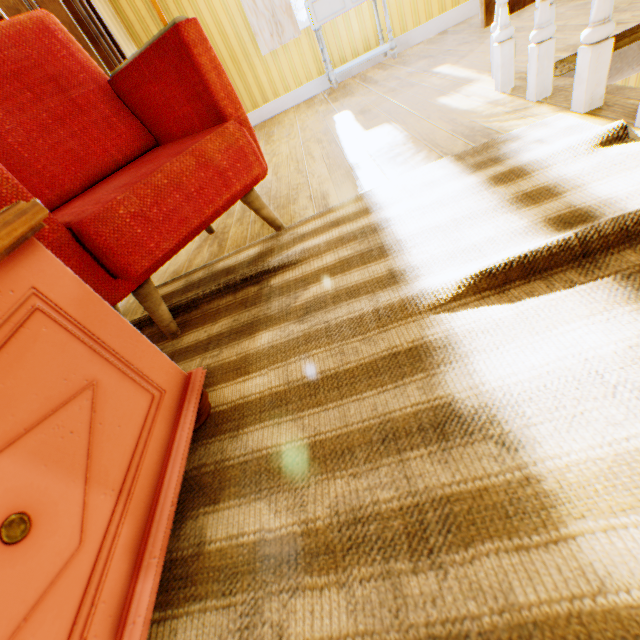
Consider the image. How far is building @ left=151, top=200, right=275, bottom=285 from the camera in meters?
1.8

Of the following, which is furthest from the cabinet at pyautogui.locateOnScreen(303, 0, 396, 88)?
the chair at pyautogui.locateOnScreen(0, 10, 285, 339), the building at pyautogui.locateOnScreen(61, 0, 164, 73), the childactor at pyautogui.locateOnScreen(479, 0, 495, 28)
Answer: the chair at pyautogui.locateOnScreen(0, 10, 285, 339)

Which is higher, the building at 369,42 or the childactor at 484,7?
the building at 369,42

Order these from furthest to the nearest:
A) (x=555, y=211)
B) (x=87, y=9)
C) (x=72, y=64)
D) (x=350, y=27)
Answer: (x=350, y=27) → (x=87, y=9) → (x=72, y=64) → (x=555, y=211)

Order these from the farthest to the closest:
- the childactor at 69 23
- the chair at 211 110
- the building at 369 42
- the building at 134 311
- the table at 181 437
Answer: the building at 369 42
the childactor at 69 23
the building at 134 311
the chair at 211 110
the table at 181 437

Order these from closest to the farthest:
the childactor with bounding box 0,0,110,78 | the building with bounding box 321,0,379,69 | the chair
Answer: the chair
the childactor with bounding box 0,0,110,78
the building with bounding box 321,0,379,69

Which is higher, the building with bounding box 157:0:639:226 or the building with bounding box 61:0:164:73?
the building with bounding box 61:0:164:73

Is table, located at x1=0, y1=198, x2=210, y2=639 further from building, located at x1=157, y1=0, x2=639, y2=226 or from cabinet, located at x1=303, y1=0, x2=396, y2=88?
cabinet, located at x1=303, y1=0, x2=396, y2=88
